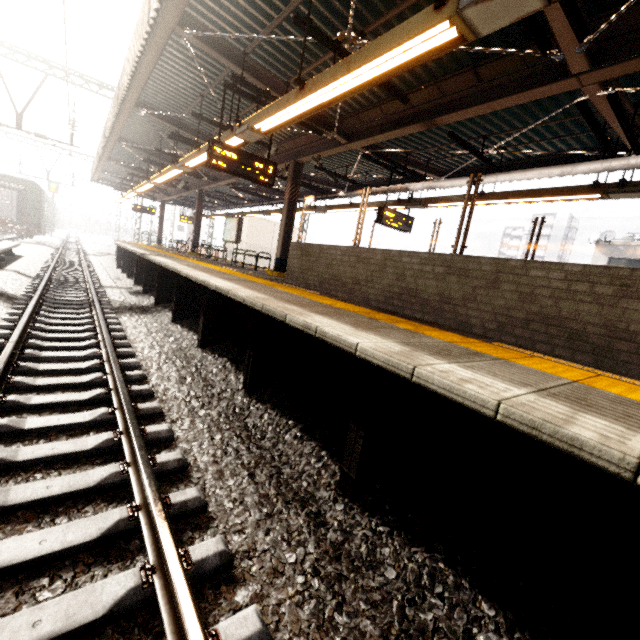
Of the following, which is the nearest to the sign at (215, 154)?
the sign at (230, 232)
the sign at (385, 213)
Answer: the sign at (385, 213)

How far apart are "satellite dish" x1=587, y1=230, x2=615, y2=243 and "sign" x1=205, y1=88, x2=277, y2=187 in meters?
20.3

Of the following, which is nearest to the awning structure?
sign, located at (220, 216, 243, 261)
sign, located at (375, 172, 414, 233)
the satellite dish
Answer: sign, located at (375, 172, 414, 233)

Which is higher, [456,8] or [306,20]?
[306,20]

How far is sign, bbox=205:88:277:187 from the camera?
6.5m

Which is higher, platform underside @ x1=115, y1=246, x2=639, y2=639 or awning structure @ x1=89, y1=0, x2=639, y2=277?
awning structure @ x1=89, y1=0, x2=639, y2=277

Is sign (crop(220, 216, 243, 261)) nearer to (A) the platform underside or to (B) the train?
(A) the platform underside

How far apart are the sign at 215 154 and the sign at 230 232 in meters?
6.4 m
